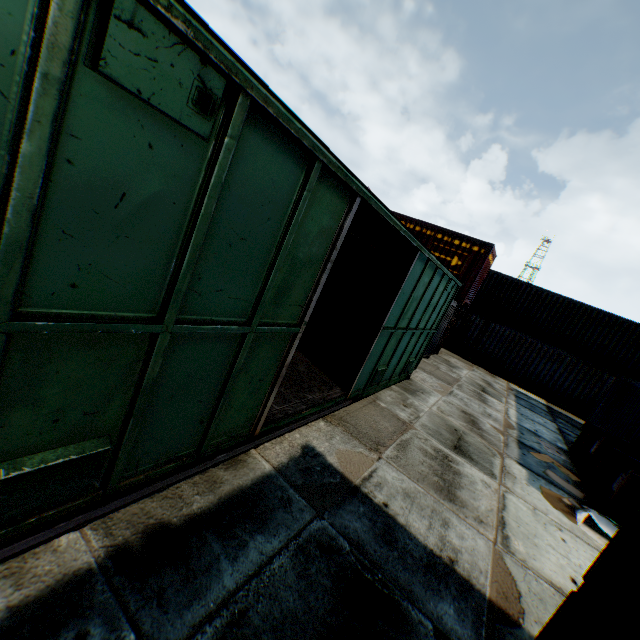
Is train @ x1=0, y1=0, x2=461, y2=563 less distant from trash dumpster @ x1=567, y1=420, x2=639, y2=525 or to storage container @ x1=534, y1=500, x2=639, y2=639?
storage container @ x1=534, y1=500, x2=639, y2=639

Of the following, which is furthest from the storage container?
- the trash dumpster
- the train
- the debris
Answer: the trash dumpster

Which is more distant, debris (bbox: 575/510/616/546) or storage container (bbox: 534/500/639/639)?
debris (bbox: 575/510/616/546)

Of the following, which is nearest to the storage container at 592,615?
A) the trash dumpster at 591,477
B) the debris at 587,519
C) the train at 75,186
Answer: the train at 75,186

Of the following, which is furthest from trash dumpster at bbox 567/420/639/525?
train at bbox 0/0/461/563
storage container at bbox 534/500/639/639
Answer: storage container at bbox 534/500/639/639

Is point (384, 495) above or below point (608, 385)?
below

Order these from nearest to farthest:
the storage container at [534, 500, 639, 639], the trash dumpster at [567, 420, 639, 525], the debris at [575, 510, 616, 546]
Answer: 1. the storage container at [534, 500, 639, 639]
2. the debris at [575, 510, 616, 546]
3. the trash dumpster at [567, 420, 639, 525]

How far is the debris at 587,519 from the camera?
5.9m
